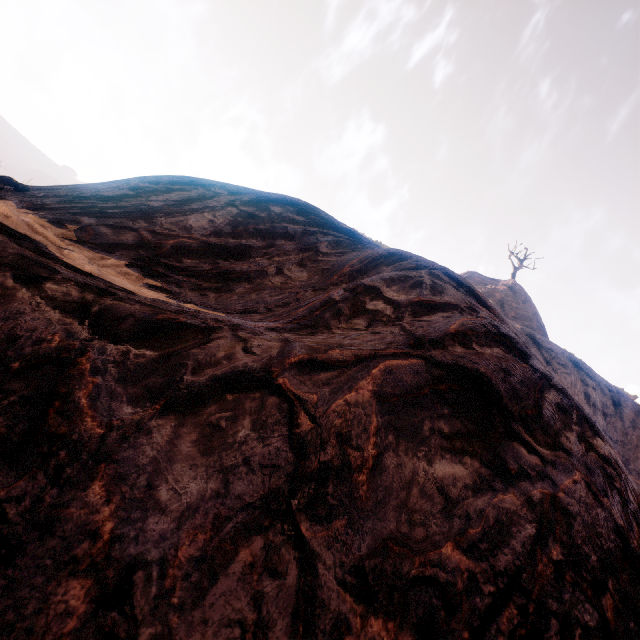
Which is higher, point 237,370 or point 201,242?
point 201,242
